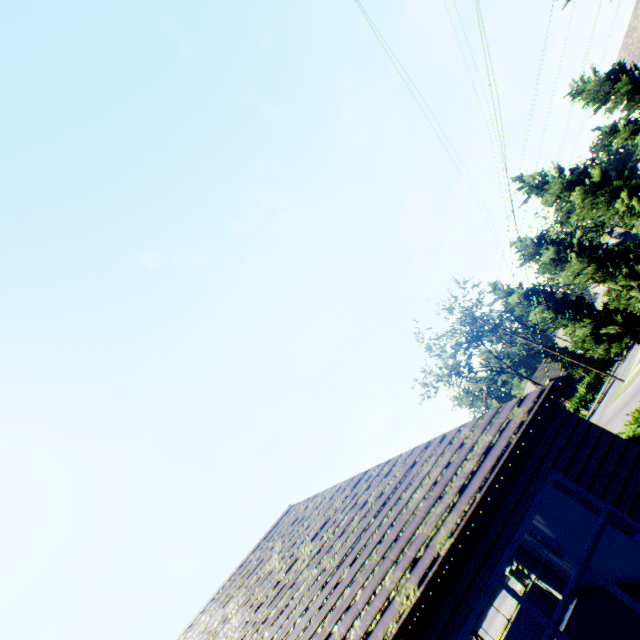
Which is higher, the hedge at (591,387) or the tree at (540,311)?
the tree at (540,311)

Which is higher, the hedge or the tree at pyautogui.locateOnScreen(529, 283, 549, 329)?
the tree at pyautogui.locateOnScreen(529, 283, 549, 329)

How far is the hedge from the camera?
38.0m

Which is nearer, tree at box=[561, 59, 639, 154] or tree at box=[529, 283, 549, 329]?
tree at box=[561, 59, 639, 154]

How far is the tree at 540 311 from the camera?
27.8 meters

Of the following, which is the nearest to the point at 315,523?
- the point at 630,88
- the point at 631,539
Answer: the point at 631,539
